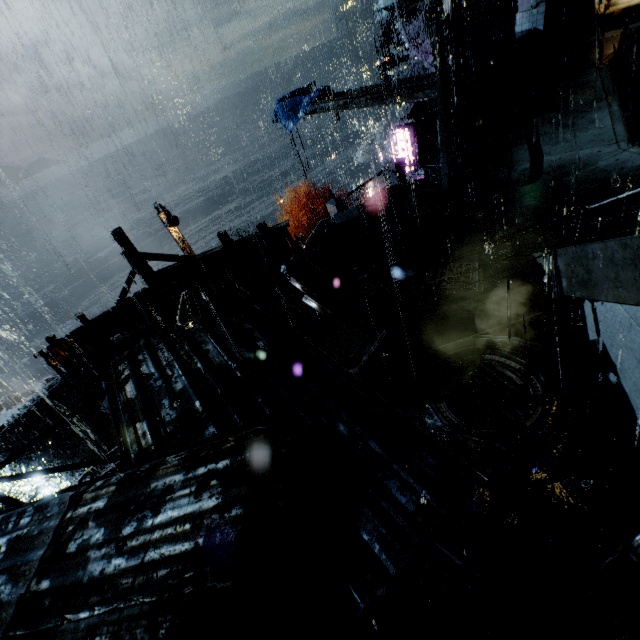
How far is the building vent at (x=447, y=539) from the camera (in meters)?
6.20

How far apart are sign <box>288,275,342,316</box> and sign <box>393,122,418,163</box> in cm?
1738

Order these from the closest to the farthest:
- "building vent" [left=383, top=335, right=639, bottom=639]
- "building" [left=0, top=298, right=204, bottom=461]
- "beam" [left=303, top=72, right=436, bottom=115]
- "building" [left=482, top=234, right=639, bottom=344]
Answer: "building" [left=482, top=234, right=639, bottom=344] < "building vent" [left=383, top=335, right=639, bottom=639] < "building" [left=0, top=298, right=204, bottom=461] < "beam" [left=303, top=72, right=436, bottom=115]

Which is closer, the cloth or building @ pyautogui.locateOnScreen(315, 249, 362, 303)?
building @ pyautogui.locateOnScreen(315, 249, 362, 303)

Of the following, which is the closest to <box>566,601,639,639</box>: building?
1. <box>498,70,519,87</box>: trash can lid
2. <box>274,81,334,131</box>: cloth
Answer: <box>498,70,519,87</box>: trash can lid

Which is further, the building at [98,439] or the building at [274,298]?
the building at [274,298]

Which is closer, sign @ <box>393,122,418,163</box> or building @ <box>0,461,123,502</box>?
building @ <box>0,461,123,502</box>

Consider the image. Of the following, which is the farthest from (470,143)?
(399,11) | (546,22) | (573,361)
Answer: (399,11)
